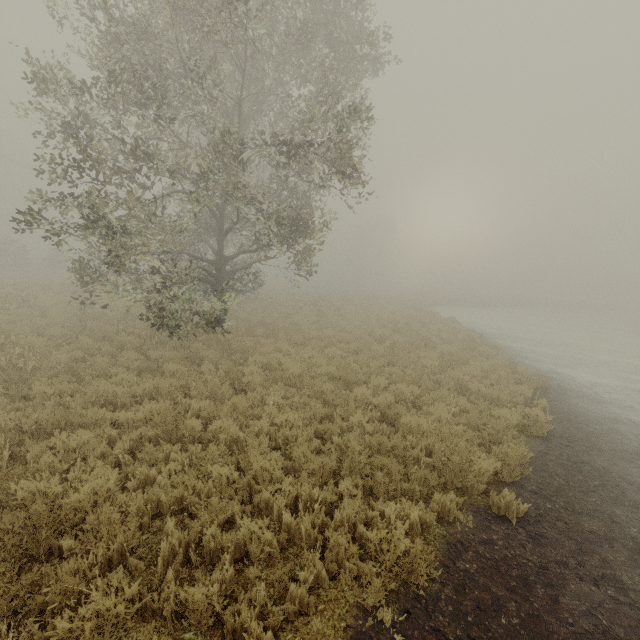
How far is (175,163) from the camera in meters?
9.6
